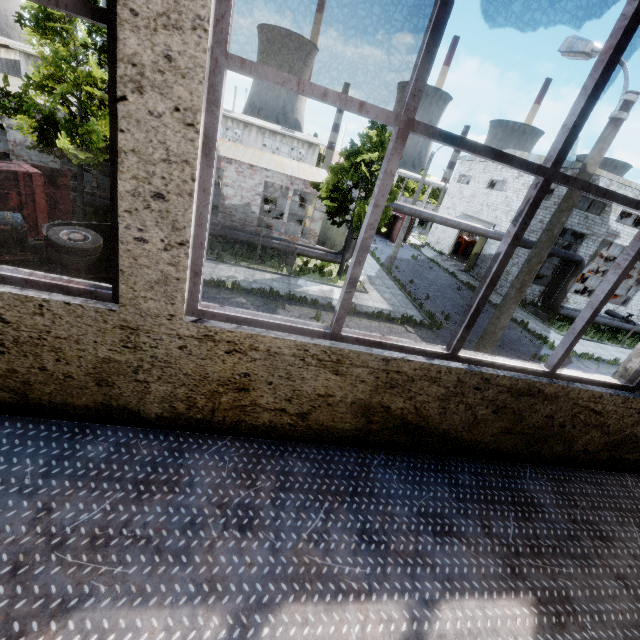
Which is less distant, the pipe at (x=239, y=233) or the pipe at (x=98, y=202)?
the pipe at (x=98, y=202)

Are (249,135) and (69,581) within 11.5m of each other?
no

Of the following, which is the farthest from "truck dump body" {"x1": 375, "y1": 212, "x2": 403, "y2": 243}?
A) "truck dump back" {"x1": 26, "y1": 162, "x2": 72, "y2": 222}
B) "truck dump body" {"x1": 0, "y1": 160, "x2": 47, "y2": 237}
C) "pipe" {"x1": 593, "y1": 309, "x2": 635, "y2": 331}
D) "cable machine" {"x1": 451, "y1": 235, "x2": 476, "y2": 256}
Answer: "truck dump body" {"x1": 0, "y1": 160, "x2": 47, "y2": 237}

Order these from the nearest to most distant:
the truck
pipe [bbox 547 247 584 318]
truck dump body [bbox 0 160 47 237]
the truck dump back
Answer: the truck < truck dump body [bbox 0 160 47 237] < the truck dump back < pipe [bbox 547 247 584 318]

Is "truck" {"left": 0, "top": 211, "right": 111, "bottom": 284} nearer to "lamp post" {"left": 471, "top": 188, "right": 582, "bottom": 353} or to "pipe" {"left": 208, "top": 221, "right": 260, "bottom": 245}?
"pipe" {"left": 208, "top": 221, "right": 260, "bottom": 245}

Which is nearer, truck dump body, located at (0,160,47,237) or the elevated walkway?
the elevated walkway

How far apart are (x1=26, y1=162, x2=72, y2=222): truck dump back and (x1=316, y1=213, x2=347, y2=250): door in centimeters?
1612cm

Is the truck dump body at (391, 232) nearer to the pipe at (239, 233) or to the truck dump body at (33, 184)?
the pipe at (239, 233)
